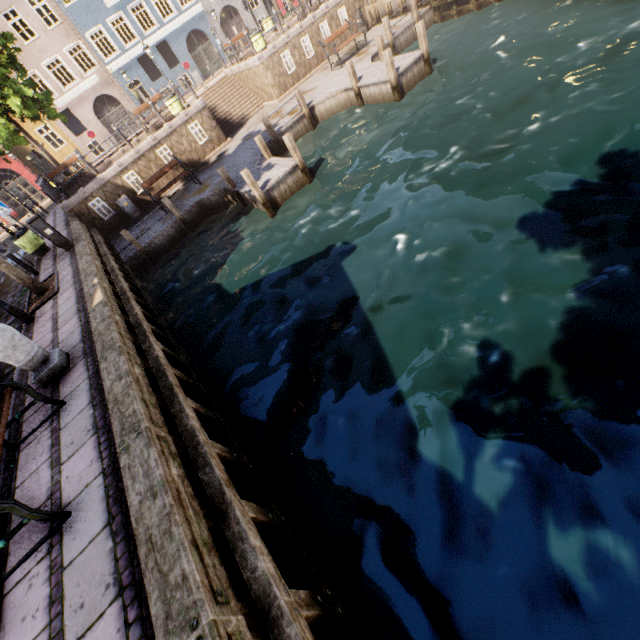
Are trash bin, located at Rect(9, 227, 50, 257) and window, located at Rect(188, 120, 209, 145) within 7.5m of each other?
no

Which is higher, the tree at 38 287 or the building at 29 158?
the building at 29 158

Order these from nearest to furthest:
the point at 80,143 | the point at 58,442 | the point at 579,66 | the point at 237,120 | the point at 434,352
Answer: the point at 58,442
the point at 434,352
the point at 579,66
the point at 237,120
the point at 80,143

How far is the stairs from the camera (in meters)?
18.47

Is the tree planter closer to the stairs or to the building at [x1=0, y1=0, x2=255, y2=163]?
the stairs

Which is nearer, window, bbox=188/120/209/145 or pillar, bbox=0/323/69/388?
pillar, bbox=0/323/69/388

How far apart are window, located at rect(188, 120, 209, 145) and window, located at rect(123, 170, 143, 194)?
3.3 meters

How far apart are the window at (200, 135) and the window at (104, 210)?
5.3m
